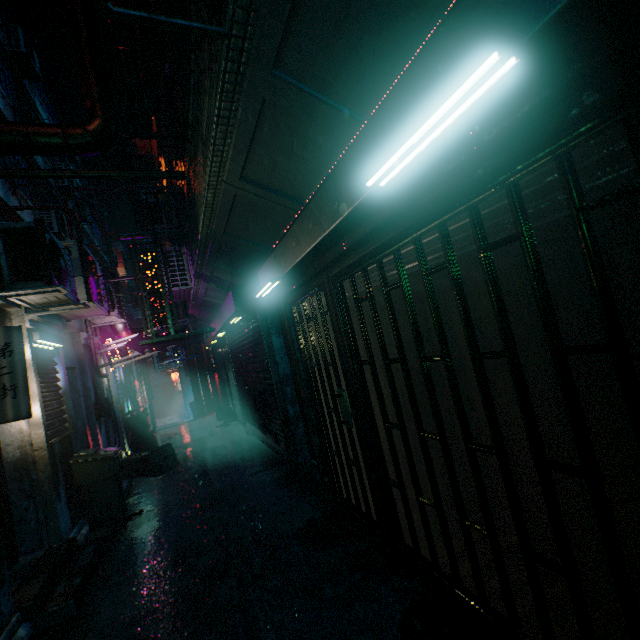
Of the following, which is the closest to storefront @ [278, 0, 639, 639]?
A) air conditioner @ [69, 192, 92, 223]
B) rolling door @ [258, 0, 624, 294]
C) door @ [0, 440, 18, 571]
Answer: rolling door @ [258, 0, 624, 294]

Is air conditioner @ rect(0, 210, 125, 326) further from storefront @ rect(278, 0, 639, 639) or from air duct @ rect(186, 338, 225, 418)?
air duct @ rect(186, 338, 225, 418)

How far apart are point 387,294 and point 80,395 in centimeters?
627cm

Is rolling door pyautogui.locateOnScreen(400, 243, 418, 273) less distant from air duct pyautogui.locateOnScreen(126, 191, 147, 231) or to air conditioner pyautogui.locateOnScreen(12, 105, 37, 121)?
Answer: air duct pyautogui.locateOnScreen(126, 191, 147, 231)

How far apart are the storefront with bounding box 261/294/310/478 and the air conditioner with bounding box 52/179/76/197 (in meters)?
12.20

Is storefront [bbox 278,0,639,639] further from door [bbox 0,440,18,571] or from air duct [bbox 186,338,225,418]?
air duct [bbox 186,338,225,418]

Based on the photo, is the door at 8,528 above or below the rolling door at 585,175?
below

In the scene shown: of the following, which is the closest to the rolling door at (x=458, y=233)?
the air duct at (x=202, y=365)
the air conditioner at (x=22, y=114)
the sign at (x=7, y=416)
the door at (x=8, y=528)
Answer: the sign at (x=7, y=416)
